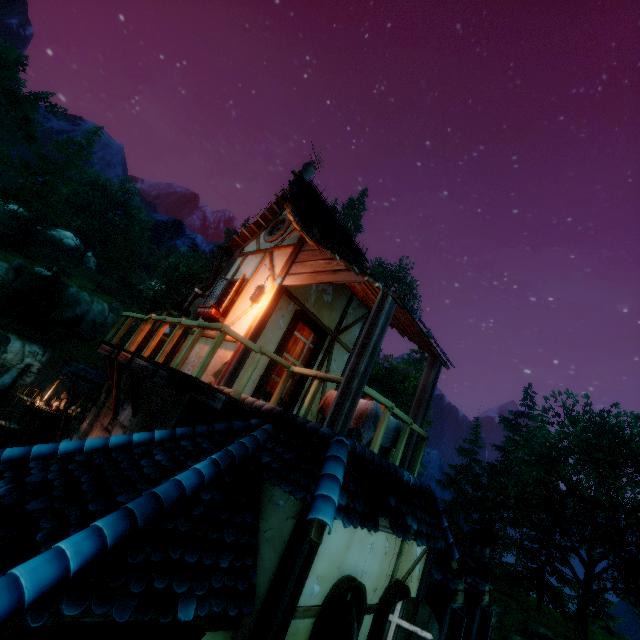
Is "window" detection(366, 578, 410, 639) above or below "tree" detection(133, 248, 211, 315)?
below

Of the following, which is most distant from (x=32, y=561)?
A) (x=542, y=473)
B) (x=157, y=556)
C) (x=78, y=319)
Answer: (x=78, y=319)

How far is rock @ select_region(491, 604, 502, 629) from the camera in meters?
25.0 m

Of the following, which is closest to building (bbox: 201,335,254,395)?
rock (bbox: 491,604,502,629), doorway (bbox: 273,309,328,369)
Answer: doorway (bbox: 273,309,328,369)

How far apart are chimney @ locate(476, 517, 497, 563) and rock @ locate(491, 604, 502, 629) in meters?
19.4

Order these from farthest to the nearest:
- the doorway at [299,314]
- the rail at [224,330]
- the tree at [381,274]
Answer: the tree at [381,274]
the doorway at [299,314]
the rail at [224,330]

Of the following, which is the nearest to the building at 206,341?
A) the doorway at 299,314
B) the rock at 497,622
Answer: the doorway at 299,314

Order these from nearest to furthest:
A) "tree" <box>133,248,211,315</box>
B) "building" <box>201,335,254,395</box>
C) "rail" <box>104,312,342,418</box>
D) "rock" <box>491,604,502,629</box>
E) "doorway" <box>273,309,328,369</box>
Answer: "rail" <box>104,312,342,418</box> < "building" <box>201,335,254,395</box> < "doorway" <box>273,309,328,369</box> < "rock" <box>491,604,502,629</box> < "tree" <box>133,248,211,315</box>
